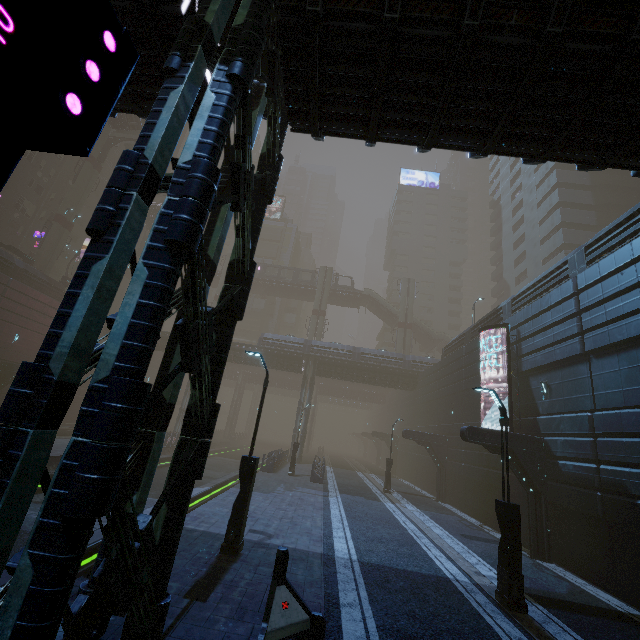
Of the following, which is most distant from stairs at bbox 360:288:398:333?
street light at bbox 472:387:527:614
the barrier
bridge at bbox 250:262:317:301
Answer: the barrier

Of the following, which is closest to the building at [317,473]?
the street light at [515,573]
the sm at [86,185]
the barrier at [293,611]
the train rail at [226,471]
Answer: the train rail at [226,471]

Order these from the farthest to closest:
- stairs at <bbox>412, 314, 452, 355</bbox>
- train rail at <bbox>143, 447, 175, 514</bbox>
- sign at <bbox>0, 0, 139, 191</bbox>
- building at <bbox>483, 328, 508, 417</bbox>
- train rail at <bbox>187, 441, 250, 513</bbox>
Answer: stairs at <bbox>412, 314, 452, 355</bbox>
building at <bbox>483, 328, 508, 417</bbox>
train rail at <bbox>187, 441, 250, 513</bbox>
train rail at <bbox>143, 447, 175, 514</bbox>
sign at <bbox>0, 0, 139, 191</bbox>

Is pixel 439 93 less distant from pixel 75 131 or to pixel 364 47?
pixel 364 47

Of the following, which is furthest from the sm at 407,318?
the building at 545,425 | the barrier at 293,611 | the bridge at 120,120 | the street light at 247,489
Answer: the barrier at 293,611

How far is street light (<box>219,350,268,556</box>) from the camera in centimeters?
871cm

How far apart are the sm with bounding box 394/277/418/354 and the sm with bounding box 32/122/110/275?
45.1m

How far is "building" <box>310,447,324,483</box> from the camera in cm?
2395
